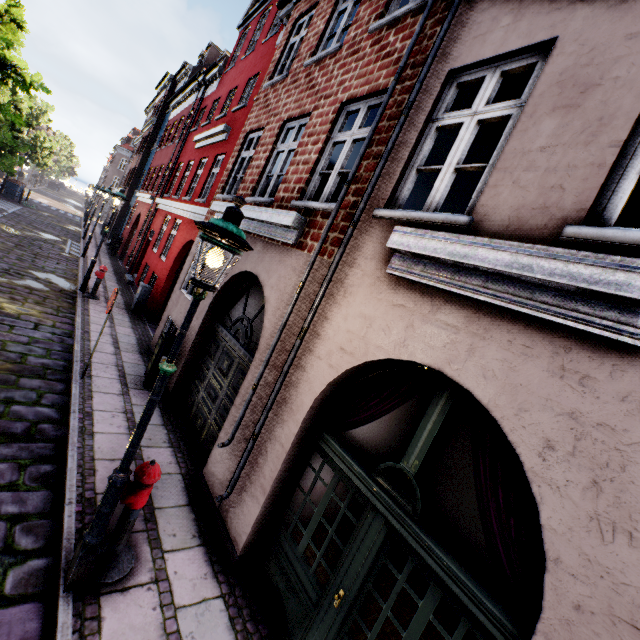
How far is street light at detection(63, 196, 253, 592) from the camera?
2.67m

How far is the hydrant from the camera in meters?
3.2

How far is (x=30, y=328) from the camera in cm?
759

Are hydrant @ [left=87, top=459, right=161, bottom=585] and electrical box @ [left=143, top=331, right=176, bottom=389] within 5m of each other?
yes

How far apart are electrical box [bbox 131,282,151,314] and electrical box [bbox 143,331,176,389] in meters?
5.6

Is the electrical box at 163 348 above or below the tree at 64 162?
below

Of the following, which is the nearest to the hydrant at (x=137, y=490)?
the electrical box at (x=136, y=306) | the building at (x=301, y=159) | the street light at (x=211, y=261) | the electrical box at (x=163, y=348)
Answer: the street light at (x=211, y=261)

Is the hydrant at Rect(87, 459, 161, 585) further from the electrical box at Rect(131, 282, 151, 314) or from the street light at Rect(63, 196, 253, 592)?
the electrical box at Rect(131, 282, 151, 314)
